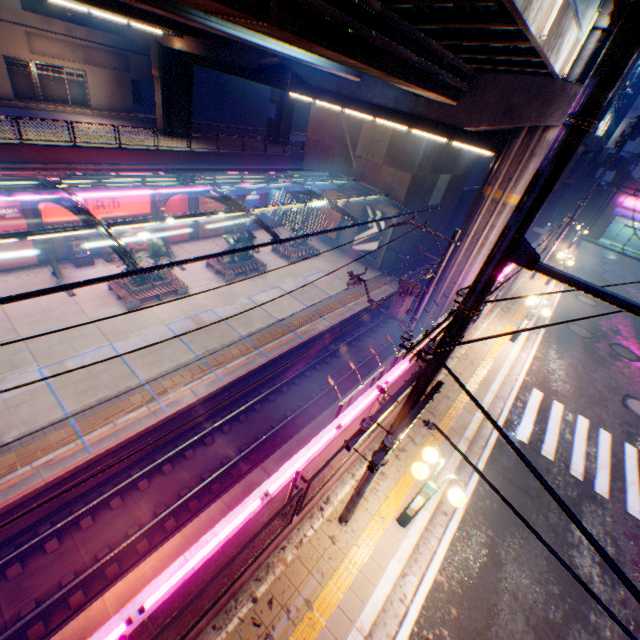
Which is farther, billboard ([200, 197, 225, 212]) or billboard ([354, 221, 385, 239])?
billboard ([354, 221, 385, 239])

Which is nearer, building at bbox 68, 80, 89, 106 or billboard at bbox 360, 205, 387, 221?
billboard at bbox 360, 205, 387, 221

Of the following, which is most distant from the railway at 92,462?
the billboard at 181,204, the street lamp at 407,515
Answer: the billboard at 181,204

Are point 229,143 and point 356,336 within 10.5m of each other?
no

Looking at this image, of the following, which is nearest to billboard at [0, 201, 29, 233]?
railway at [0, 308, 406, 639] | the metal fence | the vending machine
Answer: the vending machine

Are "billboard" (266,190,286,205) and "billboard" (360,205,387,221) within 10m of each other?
yes

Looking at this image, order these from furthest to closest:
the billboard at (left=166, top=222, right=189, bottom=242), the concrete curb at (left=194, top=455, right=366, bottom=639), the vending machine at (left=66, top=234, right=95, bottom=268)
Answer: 1. the billboard at (left=166, top=222, right=189, bottom=242)
2. the vending machine at (left=66, top=234, right=95, bottom=268)
3. the concrete curb at (left=194, top=455, right=366, bottom=639)

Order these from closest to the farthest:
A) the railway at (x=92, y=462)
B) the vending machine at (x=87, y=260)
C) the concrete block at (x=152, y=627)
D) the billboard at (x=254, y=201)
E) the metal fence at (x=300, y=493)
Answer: the metal fence at (x=300, y=493), the concrete block at (x=152, y=627), the railway at (x=92, y=462), the vending machine at (x=87, y=260), the billboard at (x=254, y=201)
